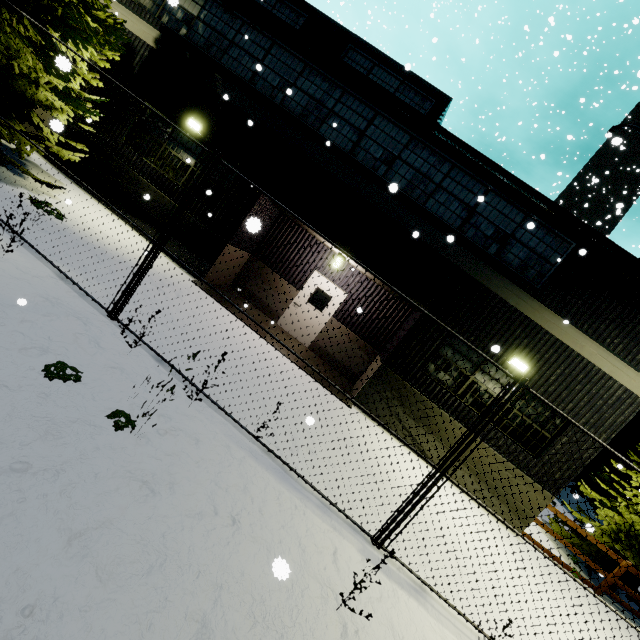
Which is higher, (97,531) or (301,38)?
(301,38)

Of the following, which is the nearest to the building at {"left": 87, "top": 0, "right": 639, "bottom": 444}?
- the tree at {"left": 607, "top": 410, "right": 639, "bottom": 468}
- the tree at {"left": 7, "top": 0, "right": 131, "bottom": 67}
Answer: the tree at {"left": 7, "top": 0, "right": 131, "bottom": 67}

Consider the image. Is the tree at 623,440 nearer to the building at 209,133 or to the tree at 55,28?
the building at 209,133

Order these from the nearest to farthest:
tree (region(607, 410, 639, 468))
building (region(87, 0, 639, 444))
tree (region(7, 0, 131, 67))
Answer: tree (region(7, 0, 131, 67)) → building (region(87, 0, 639, 444)) → tree (region(607, 410, 639, 468))

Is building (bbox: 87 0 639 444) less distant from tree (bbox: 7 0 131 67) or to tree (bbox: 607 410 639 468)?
tree (bbox: 7 0 131 67)

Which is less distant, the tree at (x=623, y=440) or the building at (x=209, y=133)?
the building at (x=209, y=133)
